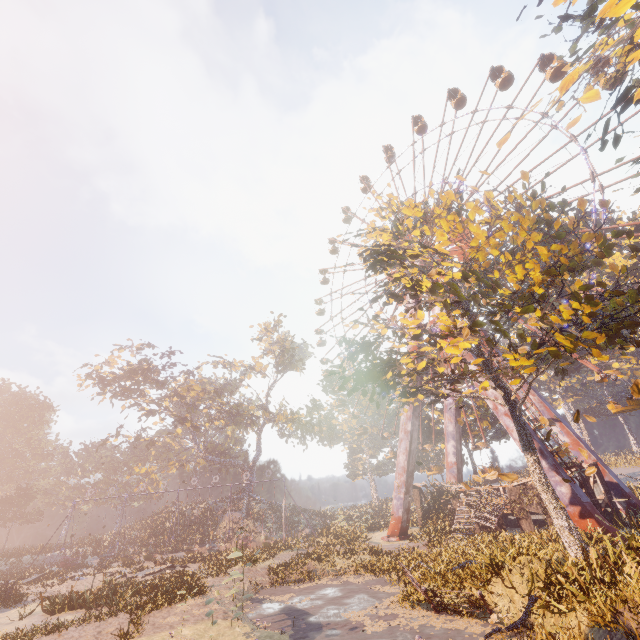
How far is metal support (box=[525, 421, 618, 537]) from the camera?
17.62m

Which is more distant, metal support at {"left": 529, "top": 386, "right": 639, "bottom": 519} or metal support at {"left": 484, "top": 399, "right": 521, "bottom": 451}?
metal support at {"left": 529, "top": 386, "right": 639, "bottom": 519}

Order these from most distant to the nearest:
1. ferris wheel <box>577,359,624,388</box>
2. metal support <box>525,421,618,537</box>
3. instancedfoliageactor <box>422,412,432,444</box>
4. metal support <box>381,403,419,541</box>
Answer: instancedfoliageactor <box>422,412,432,444</box> → metal support <box>381,403,419,541</box> → ferris wheel <box>577,359,624,388</box> → metal support <box>525,421,618,537</box>

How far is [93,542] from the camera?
41.8 meters

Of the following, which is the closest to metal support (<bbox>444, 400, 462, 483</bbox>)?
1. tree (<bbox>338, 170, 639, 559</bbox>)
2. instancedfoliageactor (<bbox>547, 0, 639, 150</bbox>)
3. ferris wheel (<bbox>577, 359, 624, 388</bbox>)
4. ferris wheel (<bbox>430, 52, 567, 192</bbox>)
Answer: ferris wheel (<bbox>577, 359, 624, 388</bbox>)

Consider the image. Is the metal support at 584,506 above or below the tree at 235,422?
below

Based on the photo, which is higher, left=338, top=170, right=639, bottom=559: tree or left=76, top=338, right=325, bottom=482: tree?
Answer: left=76, top=338, right=325, bottom=482: tree

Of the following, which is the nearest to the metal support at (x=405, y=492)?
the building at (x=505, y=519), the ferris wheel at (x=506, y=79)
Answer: the building at (x=505, y=519)
